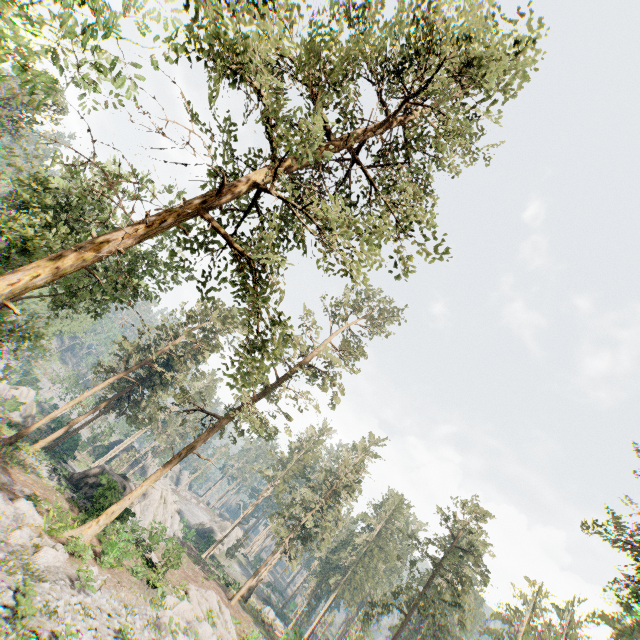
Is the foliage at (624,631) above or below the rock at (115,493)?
above

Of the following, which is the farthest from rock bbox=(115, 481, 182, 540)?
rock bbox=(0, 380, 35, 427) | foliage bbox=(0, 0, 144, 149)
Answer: rock bbox=(0, 380, 35, 427)

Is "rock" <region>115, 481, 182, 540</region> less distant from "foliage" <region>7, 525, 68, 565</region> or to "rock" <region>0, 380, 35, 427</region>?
"foliage" <region>7, 525, 68, 565</region>

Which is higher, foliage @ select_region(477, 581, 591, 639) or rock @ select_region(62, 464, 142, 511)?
foliage @ select_region(477, 581, 591, 639)

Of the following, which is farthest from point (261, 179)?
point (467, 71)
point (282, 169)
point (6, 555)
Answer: point (6, 555)

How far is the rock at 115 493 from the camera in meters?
26.6 m

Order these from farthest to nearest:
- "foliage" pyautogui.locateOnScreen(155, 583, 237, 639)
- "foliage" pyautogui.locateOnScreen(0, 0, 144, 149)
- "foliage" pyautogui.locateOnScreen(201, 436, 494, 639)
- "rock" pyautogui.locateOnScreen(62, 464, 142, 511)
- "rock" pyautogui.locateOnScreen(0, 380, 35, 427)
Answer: "rock" pyautogui.locateOnScreen(0, 380, 35, 427)
"foliage" pyautogui.locateOnScreen(201, 436, 494, 639)
"rock" pyautogui.locateOnScreen(62, 464, 142, 511)
"foliage" pyautogui.locateOnScreen(155, 583, 237, 639)
"foliage" pyautogui.locateOnScreen(0, 0, 144, 149)
